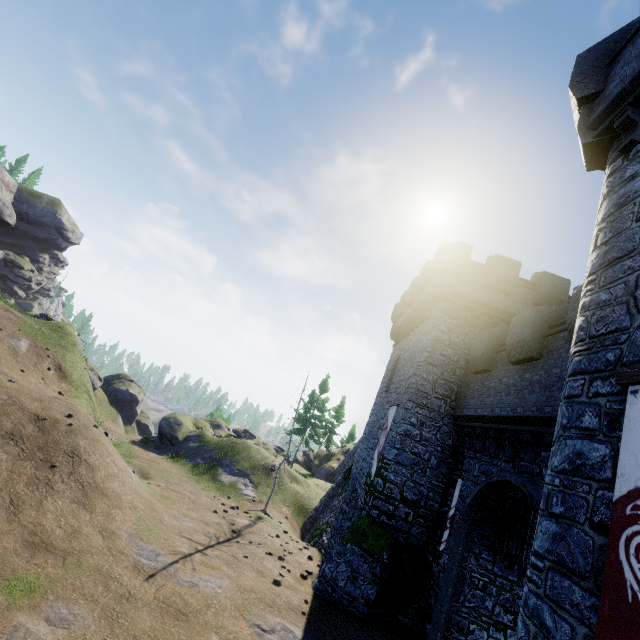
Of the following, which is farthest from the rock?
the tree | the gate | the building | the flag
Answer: the gate

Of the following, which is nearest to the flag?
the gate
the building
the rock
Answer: the building

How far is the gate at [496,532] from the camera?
9.9m

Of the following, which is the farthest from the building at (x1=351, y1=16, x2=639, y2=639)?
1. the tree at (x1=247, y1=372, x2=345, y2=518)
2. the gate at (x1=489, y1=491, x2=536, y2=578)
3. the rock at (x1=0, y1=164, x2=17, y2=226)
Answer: the rock at (x1=0, y1=164, x2=17, y2=226)

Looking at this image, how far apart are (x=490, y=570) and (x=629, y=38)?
15.8 meters

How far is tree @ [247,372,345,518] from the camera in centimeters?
2033cm

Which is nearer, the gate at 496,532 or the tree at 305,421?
the gate at 496,532
